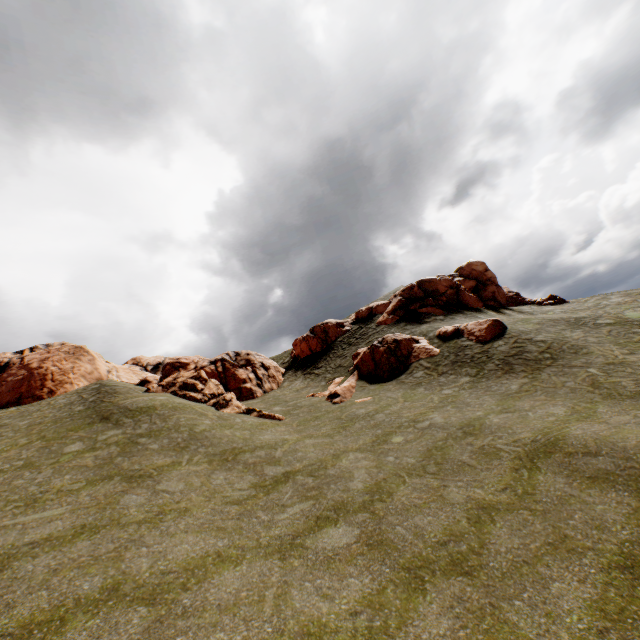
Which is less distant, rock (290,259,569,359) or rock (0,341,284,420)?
rock (0,341,284,420)

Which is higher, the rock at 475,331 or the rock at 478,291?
the rock at 478,291

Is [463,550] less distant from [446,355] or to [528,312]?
[446,355]

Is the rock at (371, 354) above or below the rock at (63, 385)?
below

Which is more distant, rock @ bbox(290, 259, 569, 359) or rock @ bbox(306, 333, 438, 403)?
rock @ bbox(290, 259, 569, 359)

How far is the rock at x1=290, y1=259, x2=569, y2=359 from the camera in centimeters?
3475cm
